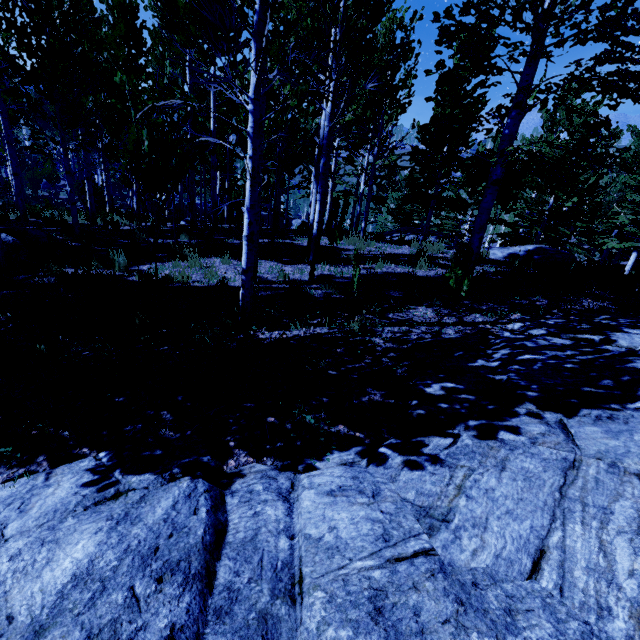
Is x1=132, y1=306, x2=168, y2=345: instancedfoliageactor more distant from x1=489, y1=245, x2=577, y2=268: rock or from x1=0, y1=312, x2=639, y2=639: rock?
x1=489, y1=245, x2=577, y2=268: rock

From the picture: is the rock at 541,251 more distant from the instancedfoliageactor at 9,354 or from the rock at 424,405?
the rock at 424,405

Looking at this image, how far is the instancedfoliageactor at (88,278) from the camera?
4.8 meters

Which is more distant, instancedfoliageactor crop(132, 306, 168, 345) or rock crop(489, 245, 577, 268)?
rock crop(489, 245, 577, 268)

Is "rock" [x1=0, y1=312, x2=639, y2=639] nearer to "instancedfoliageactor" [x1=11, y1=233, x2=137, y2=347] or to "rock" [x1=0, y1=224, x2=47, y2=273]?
"instancedfoliageactor" [x1=11, y1=233, x2=137, y2=347]

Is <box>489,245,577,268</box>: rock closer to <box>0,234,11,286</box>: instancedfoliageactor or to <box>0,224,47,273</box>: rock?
<box>0,234,11,286</box>: instancedfoliageactor

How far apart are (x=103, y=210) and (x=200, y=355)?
13.67m

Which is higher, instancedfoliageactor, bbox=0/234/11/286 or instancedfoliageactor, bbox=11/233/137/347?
instancedfoliageactor, bbox=11/233/137/347
